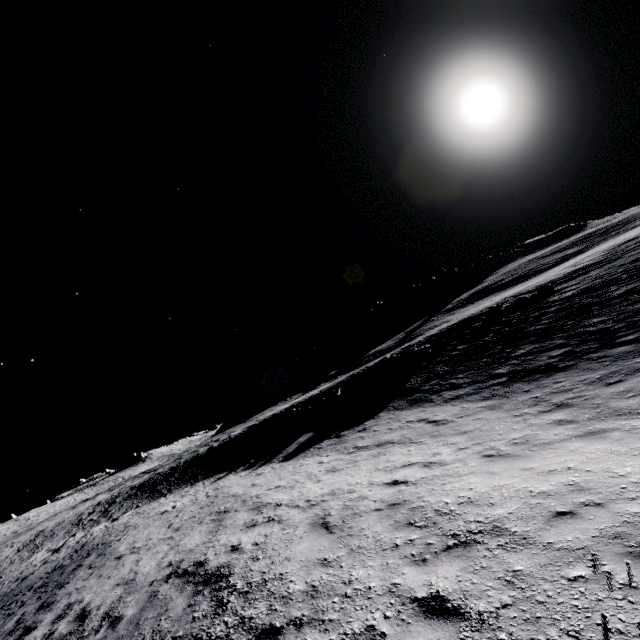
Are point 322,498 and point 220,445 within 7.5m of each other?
no
